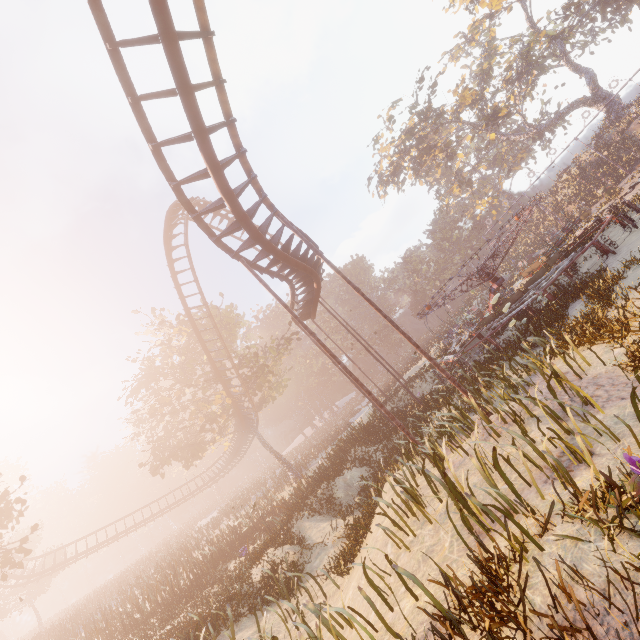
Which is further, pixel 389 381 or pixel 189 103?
pixel 389 381

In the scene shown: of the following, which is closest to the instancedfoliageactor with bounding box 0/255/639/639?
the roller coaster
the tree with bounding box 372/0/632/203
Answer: the roller coaster

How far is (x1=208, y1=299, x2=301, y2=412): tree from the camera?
27.9 meters

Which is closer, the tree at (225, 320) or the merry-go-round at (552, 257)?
the merry-go-round at (552, 257)

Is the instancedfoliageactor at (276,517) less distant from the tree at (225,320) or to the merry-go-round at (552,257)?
the merry-go-round at (552,257)

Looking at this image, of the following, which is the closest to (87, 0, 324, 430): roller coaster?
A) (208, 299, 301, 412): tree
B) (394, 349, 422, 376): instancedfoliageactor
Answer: (208, 299, 301, 412): tree

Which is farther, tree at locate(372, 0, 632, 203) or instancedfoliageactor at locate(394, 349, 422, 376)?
instancedfoliageactor at locate(394, 349, 422, 376)

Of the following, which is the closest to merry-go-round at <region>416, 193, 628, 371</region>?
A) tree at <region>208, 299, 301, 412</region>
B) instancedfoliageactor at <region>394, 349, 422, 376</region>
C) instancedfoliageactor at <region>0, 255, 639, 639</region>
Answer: instancedfoliageactor at <region>0, 255, 639, 639</region>
